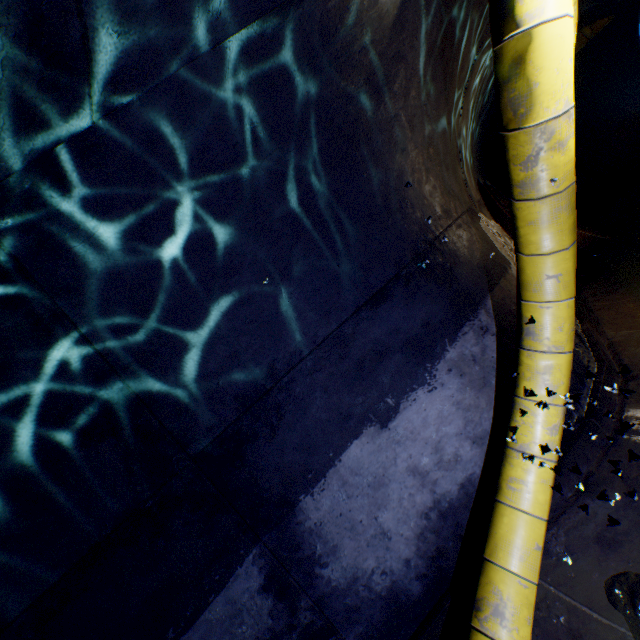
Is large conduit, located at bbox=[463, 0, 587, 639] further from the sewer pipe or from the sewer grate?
the sewer grate

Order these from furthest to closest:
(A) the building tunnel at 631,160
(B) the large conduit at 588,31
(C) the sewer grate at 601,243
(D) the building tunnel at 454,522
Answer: (B) the large conduit at 588,31 → (C) the sewer grate at 601,243 → (A) the building tunnel at 631,160 → (D) the building tunnel at 454,522

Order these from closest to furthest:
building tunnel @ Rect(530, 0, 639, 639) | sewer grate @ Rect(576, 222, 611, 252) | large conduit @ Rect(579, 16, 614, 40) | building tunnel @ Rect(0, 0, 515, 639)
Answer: building tunnel @ Rect(0, 0, 515, 639) < building tunnel @ Rect(530, 0, 639, 639) < sewer grate @ Rect(576, 222, 611, 252) < large conduit @ Rect(579, 16, 614, 40)

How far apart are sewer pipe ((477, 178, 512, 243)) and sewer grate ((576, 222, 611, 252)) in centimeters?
0cm

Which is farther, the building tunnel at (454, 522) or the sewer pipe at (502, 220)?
the sewer pipe at (502, 220)

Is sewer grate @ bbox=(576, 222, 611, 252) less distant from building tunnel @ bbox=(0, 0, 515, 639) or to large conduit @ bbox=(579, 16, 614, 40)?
building tunnel @ bbox=(0, 0, 515, 639)

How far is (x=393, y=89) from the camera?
2.9 meters
